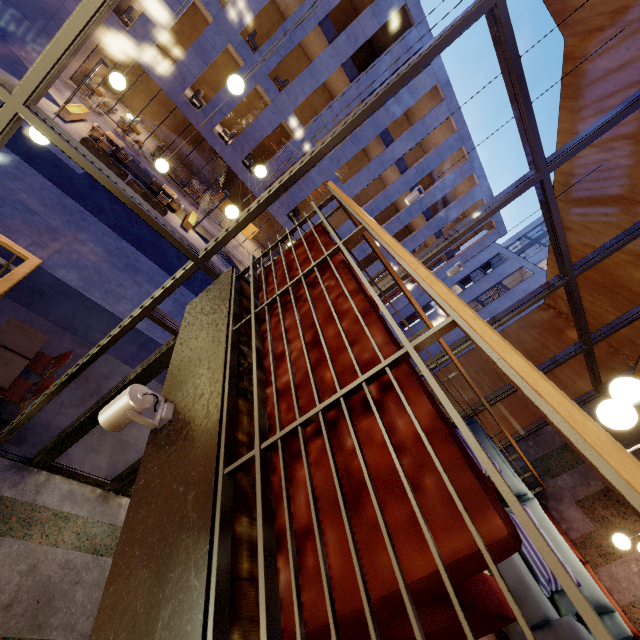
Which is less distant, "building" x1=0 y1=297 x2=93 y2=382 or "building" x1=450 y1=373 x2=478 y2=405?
"building" x1=0 y1=297 x2=93 y2=382

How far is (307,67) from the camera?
16.61m

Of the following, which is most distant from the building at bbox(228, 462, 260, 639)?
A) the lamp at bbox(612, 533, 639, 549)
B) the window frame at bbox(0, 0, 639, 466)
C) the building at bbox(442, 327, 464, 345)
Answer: the building at bbox(442, 327, 464, 345)

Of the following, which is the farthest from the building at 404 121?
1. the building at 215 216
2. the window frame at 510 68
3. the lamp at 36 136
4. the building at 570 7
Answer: the window frame at 510 68

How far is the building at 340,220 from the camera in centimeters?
2170cm

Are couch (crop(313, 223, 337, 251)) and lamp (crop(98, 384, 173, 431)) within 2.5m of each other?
yes

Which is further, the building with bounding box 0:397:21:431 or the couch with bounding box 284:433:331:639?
the building with bounding box 0:397:21:431
